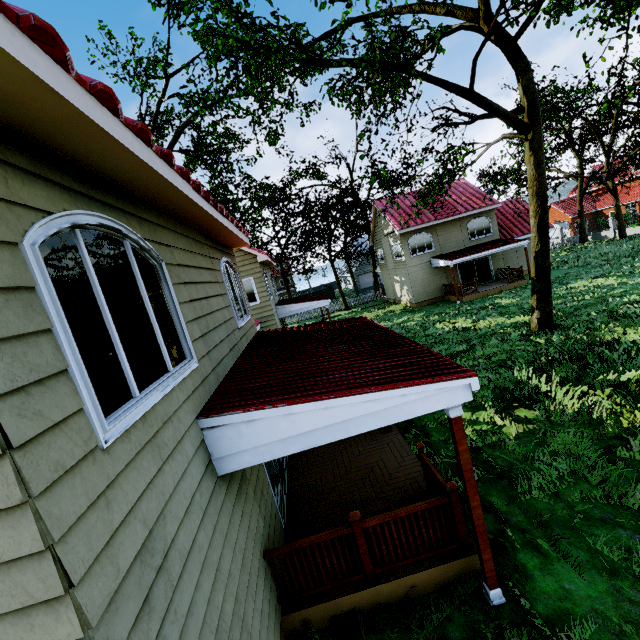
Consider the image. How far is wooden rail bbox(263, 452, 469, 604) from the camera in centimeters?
447cm

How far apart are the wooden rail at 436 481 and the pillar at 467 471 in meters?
0.3 m

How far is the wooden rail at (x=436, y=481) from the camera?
4.47m

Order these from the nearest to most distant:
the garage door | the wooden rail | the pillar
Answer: the pillar < the wooden rail < the garage door

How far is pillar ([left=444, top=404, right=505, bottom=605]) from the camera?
3.9m

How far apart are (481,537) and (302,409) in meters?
2.9

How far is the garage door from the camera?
53.2m

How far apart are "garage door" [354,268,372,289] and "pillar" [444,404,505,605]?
50.0 meters
